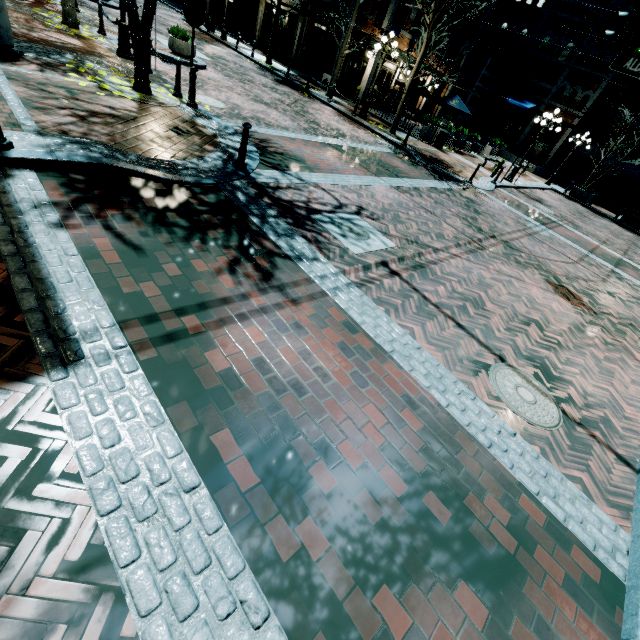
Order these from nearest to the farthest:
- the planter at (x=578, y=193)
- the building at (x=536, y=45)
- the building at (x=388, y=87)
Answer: the building at (x=388, y=87) < the planter at (x=578, y=193) < the building at (x=536, y=45)

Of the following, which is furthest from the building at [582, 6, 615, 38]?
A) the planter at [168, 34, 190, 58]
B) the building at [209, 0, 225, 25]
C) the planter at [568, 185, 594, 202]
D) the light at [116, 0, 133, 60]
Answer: the light at [116, 0, 133, 60]

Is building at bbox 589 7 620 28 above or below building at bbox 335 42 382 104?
above

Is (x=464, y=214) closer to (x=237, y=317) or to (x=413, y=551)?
(x=237, y=317)

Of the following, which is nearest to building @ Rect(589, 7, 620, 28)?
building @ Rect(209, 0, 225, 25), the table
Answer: building @ Rect(209, 0, 225, 25)

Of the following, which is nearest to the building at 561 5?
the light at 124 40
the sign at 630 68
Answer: the sign at 630 68

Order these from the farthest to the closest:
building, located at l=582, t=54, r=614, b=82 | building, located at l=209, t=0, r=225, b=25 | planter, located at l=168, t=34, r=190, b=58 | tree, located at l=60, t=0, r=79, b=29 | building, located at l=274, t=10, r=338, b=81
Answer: building, located at l=209, t=0, r=225, b=25 < building, located at l=582, t=54, r=614, b=82 < building, located at l=274, t=10, r=338, b=81 < planter, located at l=168, t=34, r=190, b=58 < tree, located at l=60, t=0, r=79, b=29

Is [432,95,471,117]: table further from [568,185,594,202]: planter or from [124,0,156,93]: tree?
[124,0,156,93]: tree
